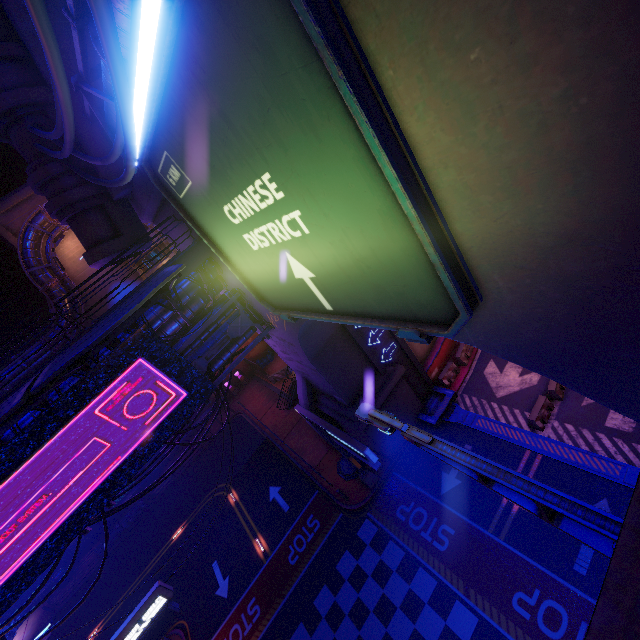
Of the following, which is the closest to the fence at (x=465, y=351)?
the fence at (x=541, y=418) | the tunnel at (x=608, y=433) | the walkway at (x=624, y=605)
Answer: the tunnel at (x=608, y=433)

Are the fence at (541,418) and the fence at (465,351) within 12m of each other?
yes

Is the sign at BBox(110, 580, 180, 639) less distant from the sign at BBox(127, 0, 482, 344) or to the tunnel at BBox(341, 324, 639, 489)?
the sign at BBox(127, 0, 482, 344)

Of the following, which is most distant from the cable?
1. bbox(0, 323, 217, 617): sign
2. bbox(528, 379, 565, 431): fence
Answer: bbox(528, 379, 565, 431): fence

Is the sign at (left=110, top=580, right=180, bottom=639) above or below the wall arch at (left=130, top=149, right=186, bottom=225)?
below

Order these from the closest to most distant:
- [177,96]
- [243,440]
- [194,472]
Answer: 1. [177,96]
2. [243,440]
3. [194,472]

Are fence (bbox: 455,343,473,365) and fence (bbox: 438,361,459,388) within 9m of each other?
yes

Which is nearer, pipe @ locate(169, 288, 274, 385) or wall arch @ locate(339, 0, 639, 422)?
wall arch @ locate(339, 0, 639, 422)
